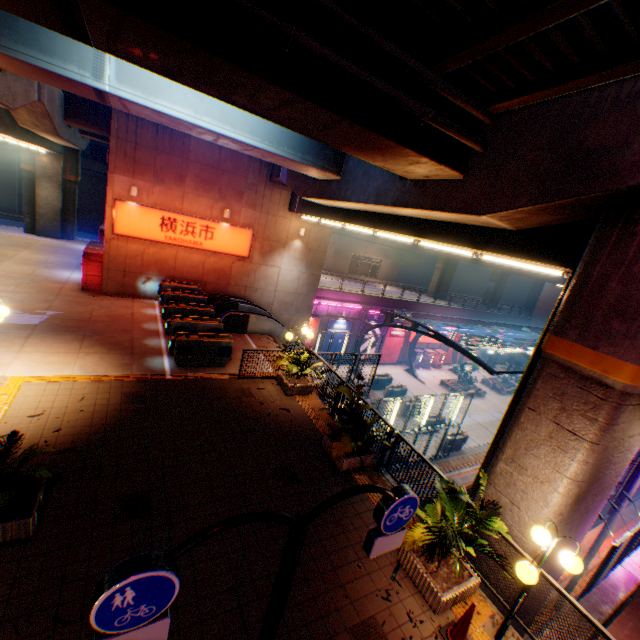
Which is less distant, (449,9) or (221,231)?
(449,9)

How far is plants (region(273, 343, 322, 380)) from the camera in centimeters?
1104cm

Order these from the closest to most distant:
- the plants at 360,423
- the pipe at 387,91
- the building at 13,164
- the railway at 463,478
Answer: the pipe at 387,91 → the plants at 360,423 → the railway at 463,478 → the building at 13,164

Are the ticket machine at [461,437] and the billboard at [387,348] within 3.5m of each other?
no

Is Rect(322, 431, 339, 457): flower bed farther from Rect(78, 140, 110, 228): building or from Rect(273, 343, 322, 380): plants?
Rect(78, 140, 110, 228): building

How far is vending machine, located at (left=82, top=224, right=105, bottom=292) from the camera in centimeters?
1555cm

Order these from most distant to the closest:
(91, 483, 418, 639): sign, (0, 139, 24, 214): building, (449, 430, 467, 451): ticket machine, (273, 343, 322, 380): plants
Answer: (0, 139, 24, 214): building → (449, 430, 467, 451): ticket machine → (273, 343, 322, 380): plants → (91, 483, 418, 639): sign

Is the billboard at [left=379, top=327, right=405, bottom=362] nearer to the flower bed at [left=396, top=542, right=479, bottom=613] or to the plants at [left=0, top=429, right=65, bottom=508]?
the flower bed at [left=396, top=542, right=479, bottom=613]
